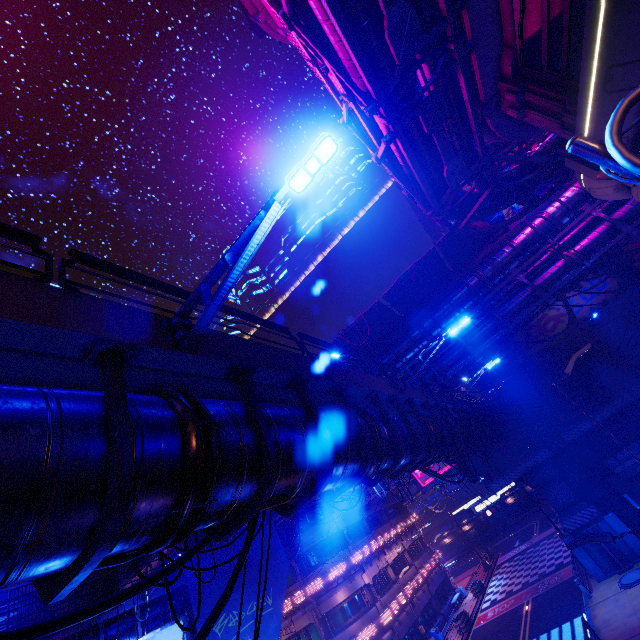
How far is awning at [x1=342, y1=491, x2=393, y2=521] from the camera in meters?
32.7

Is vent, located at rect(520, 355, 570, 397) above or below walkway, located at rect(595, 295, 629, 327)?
below

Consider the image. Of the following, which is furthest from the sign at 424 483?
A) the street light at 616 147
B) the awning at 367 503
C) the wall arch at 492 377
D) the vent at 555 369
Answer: the street light at 616 147

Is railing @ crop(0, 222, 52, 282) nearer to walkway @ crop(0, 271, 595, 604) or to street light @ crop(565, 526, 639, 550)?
walkway @ crop(0, 271, 595, 604)

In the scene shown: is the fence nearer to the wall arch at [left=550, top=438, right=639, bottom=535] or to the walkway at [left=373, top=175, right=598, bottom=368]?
the wall arch at [left=550, top=438, right=639, bottom=535]

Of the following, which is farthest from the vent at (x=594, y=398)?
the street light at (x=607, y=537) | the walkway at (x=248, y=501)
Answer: the street light at (x=607, y=537)

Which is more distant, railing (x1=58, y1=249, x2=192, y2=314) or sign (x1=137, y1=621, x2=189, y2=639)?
sign (x1=137, y1=621, x2=189, y2=639)

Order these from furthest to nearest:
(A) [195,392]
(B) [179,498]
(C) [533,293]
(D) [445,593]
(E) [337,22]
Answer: (D) [445,593]
(C) [533,293]
(E) [337,22]
(A) [195,392]
(B) [179,498]
